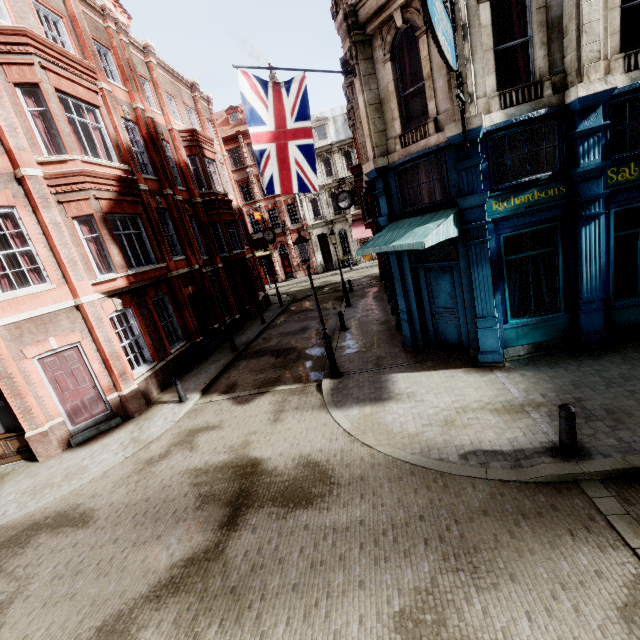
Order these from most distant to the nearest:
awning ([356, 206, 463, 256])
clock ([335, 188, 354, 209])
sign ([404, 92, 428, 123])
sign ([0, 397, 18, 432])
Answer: clock ([335, 188, 354, 209]) → sign ([0, 397, 18, 432]) → sign ([404, 92, 428, 123]) → awning ([356, 206, 463, 256])

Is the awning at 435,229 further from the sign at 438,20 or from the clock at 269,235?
the clock at 269,235

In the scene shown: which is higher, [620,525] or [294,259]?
[294,259]

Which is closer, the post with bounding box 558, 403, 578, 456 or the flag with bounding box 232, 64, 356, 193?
the post with bounding box 558, 403, 578, 456

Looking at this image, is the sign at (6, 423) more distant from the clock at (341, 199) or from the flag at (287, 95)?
the clock at (341, 199)

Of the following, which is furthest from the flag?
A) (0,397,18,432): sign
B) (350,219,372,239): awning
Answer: (350,219,372,239): awning

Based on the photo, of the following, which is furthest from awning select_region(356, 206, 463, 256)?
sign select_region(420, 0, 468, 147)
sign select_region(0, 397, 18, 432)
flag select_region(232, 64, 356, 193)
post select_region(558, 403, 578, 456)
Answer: sign select_region(0, 397, 18, 432)

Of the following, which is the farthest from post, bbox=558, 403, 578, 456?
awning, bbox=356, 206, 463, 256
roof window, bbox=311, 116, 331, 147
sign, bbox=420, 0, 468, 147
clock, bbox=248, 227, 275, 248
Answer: roof window, bbox=311, 116, 331, 147
